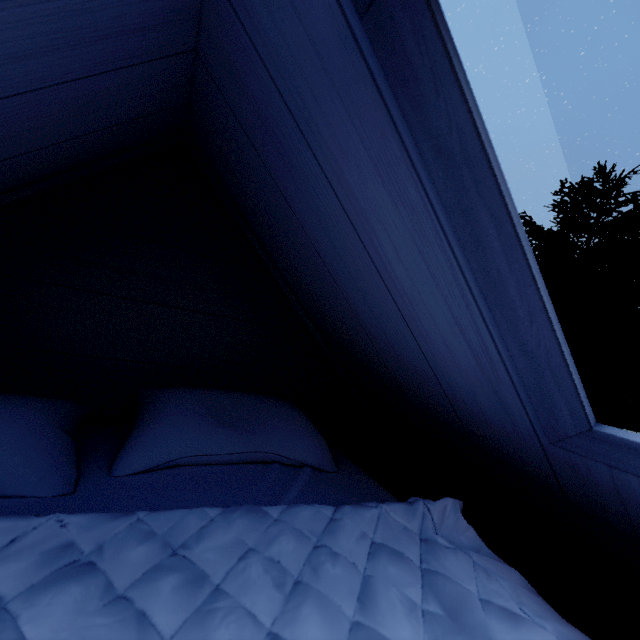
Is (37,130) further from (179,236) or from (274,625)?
(274,625)
